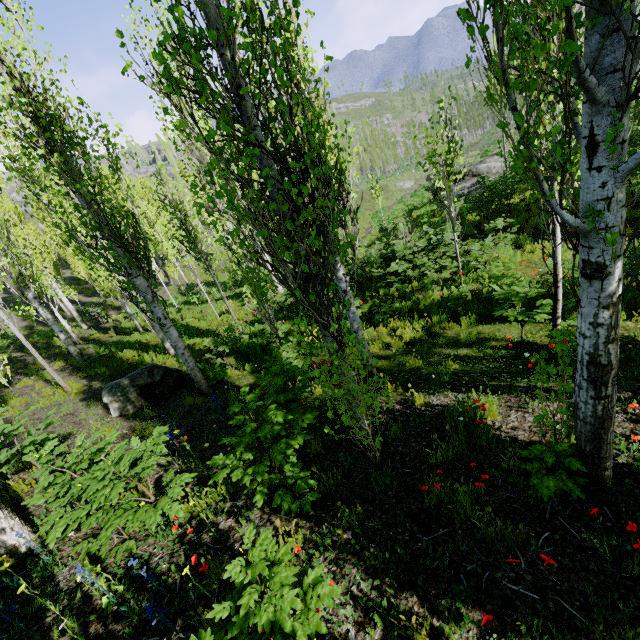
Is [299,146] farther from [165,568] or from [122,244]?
[165,568]

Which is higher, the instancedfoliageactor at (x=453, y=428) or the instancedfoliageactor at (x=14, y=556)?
the instancedfoliageactor at (x=14, y=556)

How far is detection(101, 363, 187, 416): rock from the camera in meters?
7.1

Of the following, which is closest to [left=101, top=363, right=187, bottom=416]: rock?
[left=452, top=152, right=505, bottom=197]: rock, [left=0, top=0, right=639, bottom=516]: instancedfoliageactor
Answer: [left=0, top=0, right=639, bottom=516]: instancedfoliageactor

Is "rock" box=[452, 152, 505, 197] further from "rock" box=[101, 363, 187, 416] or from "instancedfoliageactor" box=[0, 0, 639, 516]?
"rock" box=[101, 363, 187, 416]

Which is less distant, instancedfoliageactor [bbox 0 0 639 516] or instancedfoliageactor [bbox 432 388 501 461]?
instancedfoliageactor [bbox 0 0 639 516]

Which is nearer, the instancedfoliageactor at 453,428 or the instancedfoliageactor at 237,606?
the instancedfoliageactor at 237,606
